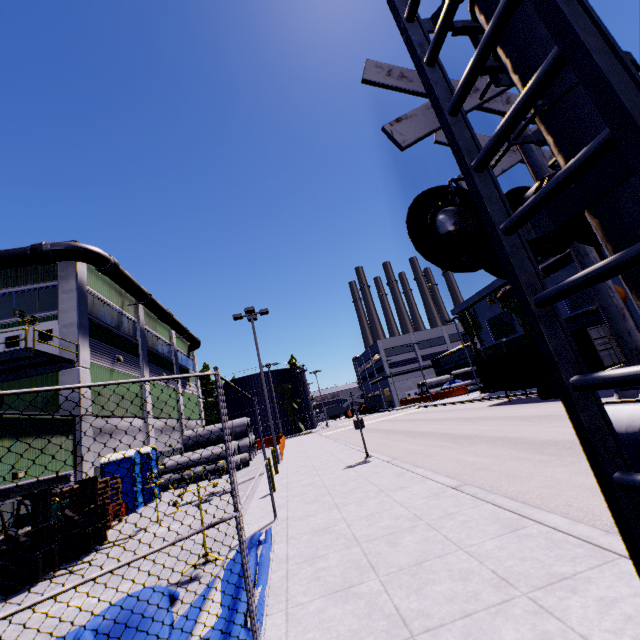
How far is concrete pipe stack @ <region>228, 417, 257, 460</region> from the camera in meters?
27.4 m

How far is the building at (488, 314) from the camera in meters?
31.8 m

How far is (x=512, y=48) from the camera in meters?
1.9 m

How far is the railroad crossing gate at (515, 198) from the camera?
2.9m

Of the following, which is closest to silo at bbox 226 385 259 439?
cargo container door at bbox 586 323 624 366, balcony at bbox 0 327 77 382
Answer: cargo container door at bbox 586 323 624 366

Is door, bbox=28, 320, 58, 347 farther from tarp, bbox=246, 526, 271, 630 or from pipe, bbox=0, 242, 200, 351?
tarp, bbox=246, 526, 271, 630

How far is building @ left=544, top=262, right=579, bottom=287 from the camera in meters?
24.8 m

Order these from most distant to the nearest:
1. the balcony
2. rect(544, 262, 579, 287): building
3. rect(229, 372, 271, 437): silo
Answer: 1. rect(229, 372, 271, 437): silo
2. rect(544, 262, 579, 287): building
3. the balcony
